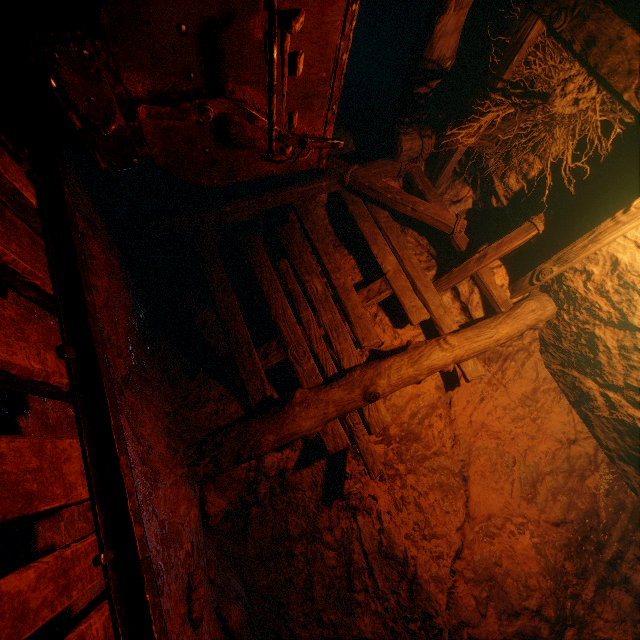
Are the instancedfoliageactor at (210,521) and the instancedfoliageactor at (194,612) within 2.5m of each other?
yes

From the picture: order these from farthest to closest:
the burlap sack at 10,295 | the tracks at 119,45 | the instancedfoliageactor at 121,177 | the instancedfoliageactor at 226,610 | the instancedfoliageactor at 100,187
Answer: the instancedfoliageactor at 121,177, the instancedfoliageactor at 100,187, the instancedfoliageactor at 226,610, the burlap sack at 10,295, the tracks at 119,45

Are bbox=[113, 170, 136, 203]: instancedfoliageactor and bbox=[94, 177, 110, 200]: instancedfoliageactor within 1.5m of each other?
yes

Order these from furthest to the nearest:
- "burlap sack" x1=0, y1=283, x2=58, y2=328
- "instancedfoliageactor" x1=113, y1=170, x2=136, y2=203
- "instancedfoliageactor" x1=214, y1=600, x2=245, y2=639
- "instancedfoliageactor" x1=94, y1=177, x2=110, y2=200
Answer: "instancedfoliageactor" x1=113, y1=170, x2=136, y2=203 → "instancedfoliageactor" x1=94, y1=177, x2=110, y2=200 → "instancedfoliageactor" x1=214, y1=600, x2=245, y2=639 → "burlap sack" x1=0, y1=283, x2=58, y2=328

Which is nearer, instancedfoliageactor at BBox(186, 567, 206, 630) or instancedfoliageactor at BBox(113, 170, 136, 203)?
instancedfoliageactor at BBox(186, 567, 206, 630)

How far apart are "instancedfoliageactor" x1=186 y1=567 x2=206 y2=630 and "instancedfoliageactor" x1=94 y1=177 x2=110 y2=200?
4.03m

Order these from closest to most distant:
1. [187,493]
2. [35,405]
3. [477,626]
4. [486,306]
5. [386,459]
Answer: [35,405] < [187,493] < [477,626] < [386,459] < [486,306]

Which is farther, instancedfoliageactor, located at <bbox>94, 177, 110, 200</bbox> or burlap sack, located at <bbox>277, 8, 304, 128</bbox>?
instancedfoliageactor, located at <bbox>94, 177, 110, 200</bbox>
